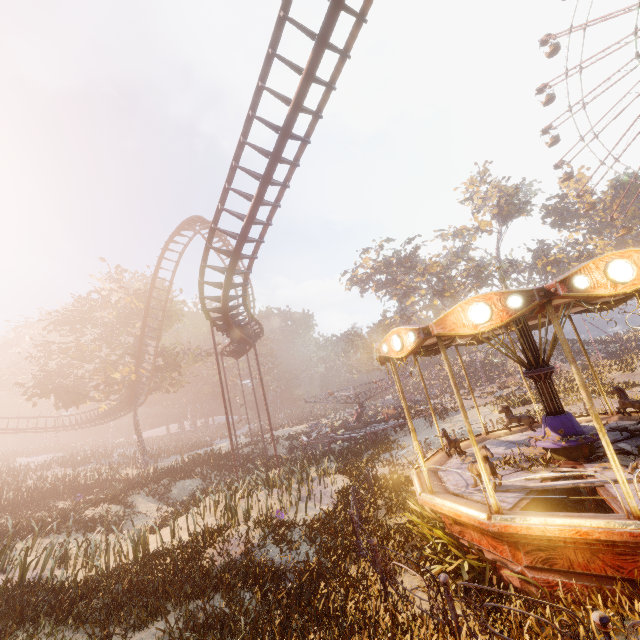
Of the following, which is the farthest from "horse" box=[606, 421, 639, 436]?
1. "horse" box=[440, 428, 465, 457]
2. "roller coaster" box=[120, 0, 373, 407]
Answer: "roller coaster" box=[120, 0, 373, 407]

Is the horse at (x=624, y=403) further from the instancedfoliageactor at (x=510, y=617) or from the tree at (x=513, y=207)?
the tree at (x=513, y=207)

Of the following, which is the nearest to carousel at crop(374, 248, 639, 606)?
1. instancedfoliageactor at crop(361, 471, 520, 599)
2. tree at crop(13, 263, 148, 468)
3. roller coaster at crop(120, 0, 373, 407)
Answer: instancedfoliageactor at crop(361, 471, 520, 599)

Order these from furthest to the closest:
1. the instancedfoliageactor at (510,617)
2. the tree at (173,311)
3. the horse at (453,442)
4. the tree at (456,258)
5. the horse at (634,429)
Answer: the tree at (456,258)
the tree at (173,311)
the horse at (453,442)
the horse at (634,429)
the instancedfoliageactor at (510,617)

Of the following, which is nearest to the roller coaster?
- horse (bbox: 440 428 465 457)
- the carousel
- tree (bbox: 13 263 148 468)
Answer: tree (bbox: 13 263 148 468)

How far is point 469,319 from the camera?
5.8 meters

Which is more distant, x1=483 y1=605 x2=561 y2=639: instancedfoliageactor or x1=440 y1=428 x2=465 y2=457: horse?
x1=440 y1=428 x2=465 y2=457: horse

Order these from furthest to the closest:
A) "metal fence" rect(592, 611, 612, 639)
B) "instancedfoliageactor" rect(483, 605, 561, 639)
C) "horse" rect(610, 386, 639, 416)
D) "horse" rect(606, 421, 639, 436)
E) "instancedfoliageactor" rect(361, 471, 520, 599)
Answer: "horse" rect(610, 386, 639, 416) < "horse" rect(606, 421, 639, 436) < "instancedfoliageactor" rect(361, 471, 520, 599) < "instancedfoliageactor" rect(483, 605, 561, 639) < "metal fence" rect(592, 611, 612, 639)
